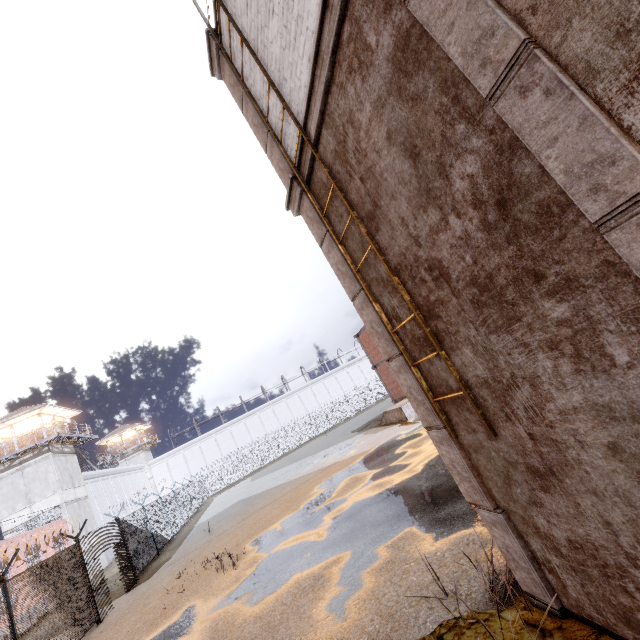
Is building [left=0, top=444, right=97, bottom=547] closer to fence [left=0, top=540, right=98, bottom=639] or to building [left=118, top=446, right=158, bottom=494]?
fence [left=0, top=540, right=98, bottom=639]

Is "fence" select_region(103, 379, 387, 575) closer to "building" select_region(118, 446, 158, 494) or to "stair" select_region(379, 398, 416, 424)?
"building" select_region(118, 446, 158, 494)

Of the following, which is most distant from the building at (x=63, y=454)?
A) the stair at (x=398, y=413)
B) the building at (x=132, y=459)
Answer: the stair at (x=398, y=413)

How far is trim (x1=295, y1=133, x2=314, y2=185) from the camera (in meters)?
4.16

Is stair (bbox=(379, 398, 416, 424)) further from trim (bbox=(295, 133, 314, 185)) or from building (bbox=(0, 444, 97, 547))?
building (bbox=(0, 444, 97, 547))

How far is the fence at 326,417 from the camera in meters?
17.3

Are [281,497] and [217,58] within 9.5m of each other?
no

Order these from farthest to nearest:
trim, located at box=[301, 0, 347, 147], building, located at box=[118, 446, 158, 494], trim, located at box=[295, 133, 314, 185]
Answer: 1. building, located at box=[118, 446, 158, 494]
2. trim, located at box=[295, 133, 314, 185]
3. trim, located at box=[301, 0, 347, 147]
